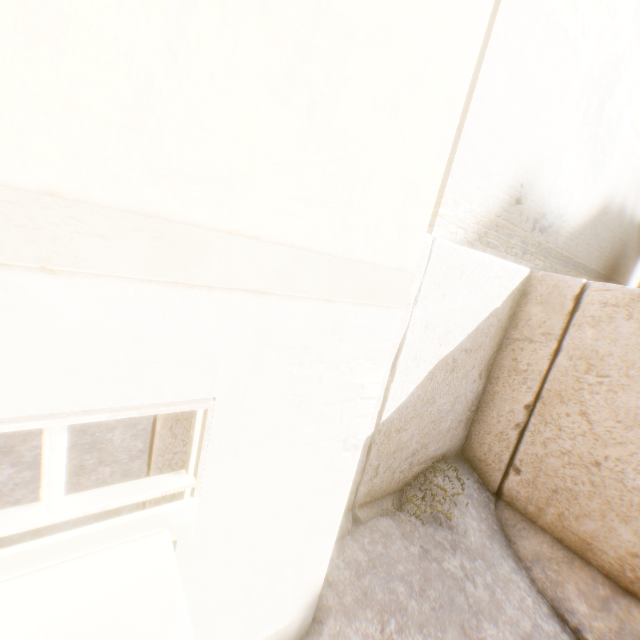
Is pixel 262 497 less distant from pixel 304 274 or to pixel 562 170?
pixel 304 274
